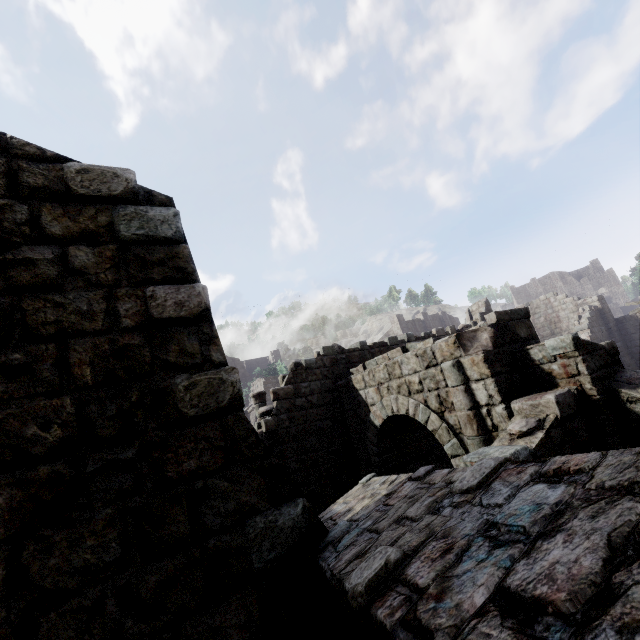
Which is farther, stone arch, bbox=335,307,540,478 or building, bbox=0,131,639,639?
stone arch, bbox=335,307,540,478

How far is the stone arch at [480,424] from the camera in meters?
6.2

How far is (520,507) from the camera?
1.6m

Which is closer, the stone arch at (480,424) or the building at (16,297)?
the building at (16,297)

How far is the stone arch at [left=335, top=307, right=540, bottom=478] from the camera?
6.2m
